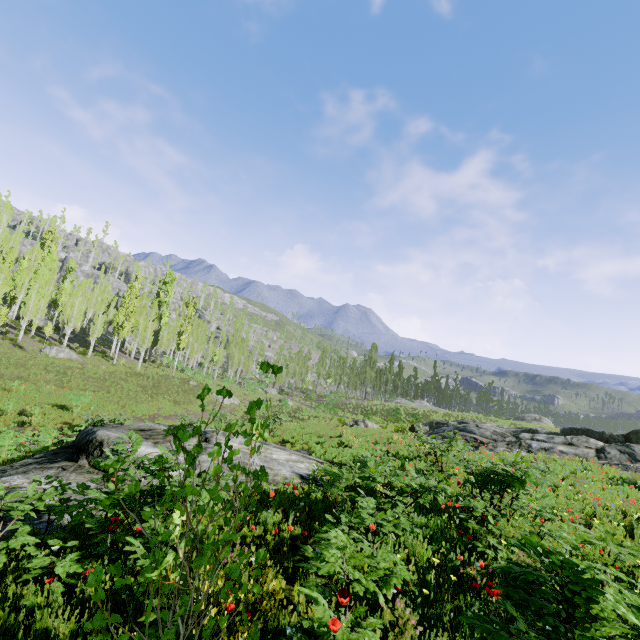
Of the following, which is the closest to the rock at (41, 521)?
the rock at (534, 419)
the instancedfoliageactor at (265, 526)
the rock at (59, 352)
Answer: the instancedfoliageactor at (265, 526)

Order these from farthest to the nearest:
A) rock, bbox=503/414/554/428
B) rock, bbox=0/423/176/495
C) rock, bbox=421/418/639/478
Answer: rock, bbox=503/414/554/428, rock, bbox=421/418/639/478, rock, bbox=0/423/176/495

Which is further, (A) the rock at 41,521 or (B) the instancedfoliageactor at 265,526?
(A) the rock at 41,521

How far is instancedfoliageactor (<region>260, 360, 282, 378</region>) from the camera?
2.0m

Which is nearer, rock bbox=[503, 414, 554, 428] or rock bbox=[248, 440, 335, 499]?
rock bbox=[248, 440, 335, 499]

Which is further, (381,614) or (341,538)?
(381,614)

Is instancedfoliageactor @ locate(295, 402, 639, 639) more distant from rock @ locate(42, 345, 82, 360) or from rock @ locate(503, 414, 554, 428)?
rock @ locate(503, 414, 554, 428)

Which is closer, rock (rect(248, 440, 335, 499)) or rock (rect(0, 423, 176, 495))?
rock (rect(0, 423, 176, 495))
